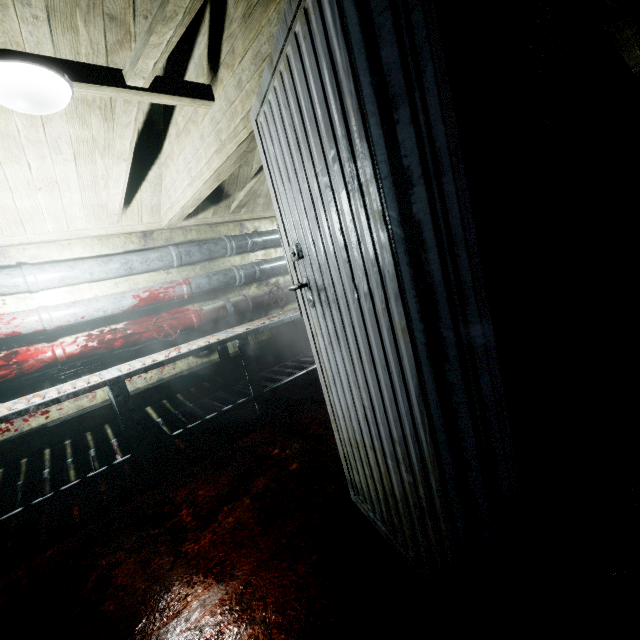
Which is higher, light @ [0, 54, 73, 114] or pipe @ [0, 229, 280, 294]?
light @ [0, 54, 73, 114]

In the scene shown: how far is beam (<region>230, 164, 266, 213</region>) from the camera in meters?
3.0 m

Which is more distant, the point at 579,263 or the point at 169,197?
the point at 169,197

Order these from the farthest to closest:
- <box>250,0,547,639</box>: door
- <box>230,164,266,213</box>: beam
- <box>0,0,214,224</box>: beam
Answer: <box>230,164,266,213</box>: beam → <box>0,0,214,224</box>: beam → <box>250,0,547,639</box>: door

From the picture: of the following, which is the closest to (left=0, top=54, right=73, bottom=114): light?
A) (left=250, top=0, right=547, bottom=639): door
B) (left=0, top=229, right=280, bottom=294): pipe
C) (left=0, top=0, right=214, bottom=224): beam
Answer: (left=0, top=0, right=214, bottom=224): beam

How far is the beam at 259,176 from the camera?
3.0m

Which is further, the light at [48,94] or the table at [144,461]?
the table at [144,461]

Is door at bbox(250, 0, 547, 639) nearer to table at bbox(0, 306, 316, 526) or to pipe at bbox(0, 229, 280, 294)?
table at bbox(0, 306, 316, 526)
